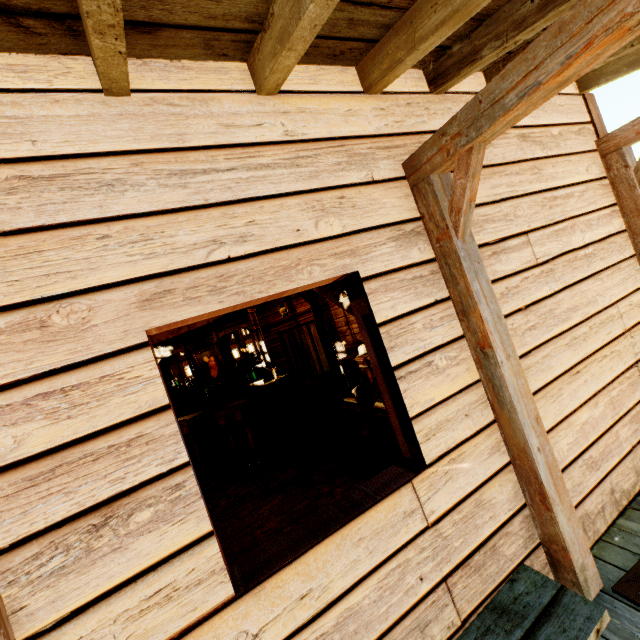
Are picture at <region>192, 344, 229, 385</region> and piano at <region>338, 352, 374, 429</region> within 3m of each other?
no

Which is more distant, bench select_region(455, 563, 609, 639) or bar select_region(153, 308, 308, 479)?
bar select_region(153, 308, 308, 479)

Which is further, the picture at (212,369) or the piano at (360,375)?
the picture at (212,369)

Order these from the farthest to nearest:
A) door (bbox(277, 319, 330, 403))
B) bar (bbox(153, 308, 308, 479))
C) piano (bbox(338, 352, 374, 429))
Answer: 1. door (bbox(277, 319, 330, 403))
2. bar (bbox(153, 308, 308, 479))
3. piano (bbox(338, 352, 374, 429))

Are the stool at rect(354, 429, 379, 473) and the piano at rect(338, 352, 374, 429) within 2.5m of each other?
yes

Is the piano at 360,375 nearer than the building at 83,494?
No

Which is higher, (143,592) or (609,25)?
(609,25)

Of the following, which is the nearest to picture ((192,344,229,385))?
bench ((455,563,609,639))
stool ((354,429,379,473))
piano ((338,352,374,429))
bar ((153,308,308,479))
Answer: bar ((153,308,308,479))
